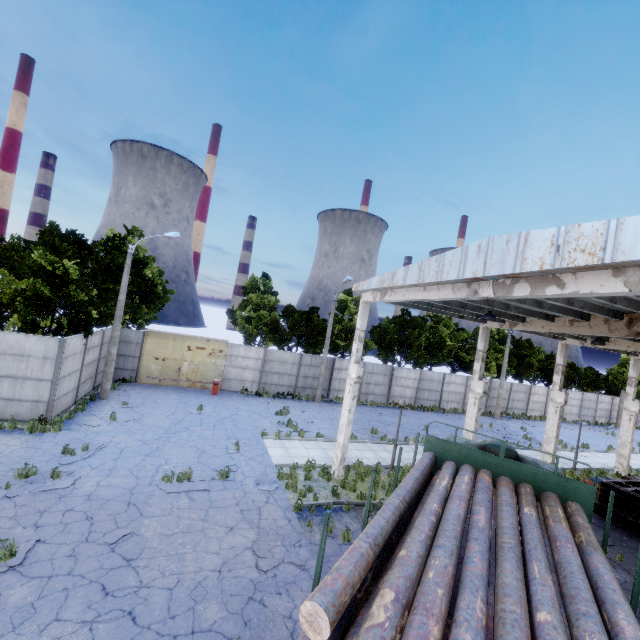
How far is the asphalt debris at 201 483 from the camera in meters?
10.6 m

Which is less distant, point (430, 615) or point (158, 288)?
point (430, 615)

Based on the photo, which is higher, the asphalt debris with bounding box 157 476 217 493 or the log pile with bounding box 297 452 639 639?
the log pile with bounding box 297 452 639 639

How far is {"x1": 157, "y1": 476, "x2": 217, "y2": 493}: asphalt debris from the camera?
10.62m

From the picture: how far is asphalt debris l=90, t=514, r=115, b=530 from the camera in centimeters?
841cm

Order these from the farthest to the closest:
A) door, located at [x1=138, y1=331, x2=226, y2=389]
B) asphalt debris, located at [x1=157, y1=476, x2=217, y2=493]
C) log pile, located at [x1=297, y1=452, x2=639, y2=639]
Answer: door, located at [x1=138, y1=331, x2=226, y2=389] → asphalt debris, located at [x1=157, y1=476, x2=217, y2=493] → log pile, located at [x1=297, y1=452, x2=639, y2=639]

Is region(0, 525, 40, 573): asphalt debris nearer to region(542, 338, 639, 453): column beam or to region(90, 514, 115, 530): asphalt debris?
region(90, 514, 115, 530): asphalt debris

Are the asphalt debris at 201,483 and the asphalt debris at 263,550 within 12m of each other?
yes
